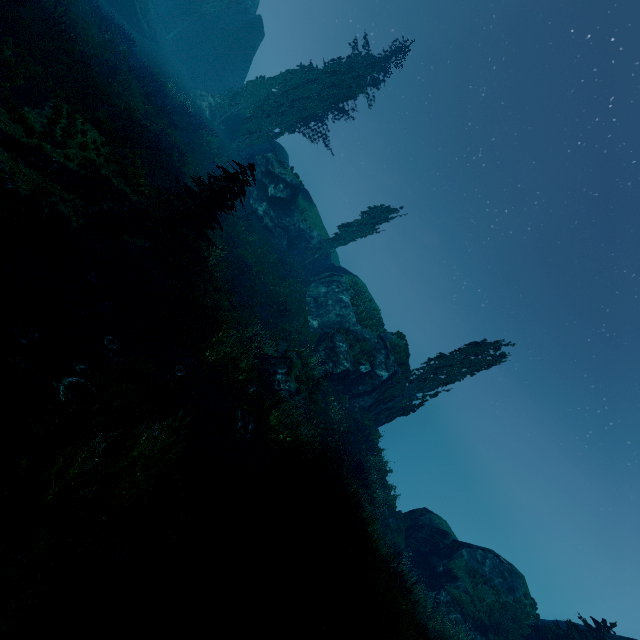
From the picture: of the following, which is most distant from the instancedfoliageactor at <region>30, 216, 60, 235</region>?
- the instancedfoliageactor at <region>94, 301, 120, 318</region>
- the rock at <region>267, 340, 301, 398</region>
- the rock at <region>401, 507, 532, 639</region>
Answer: the rock at <region>267, 340, 301, 398</region>

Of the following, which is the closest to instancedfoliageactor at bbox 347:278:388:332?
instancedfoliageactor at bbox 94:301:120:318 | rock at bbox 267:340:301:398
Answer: instancedfoliageactor at bbox 94:301:120:318

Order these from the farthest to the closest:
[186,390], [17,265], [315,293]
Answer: [315,293], [186,390], [17,265]

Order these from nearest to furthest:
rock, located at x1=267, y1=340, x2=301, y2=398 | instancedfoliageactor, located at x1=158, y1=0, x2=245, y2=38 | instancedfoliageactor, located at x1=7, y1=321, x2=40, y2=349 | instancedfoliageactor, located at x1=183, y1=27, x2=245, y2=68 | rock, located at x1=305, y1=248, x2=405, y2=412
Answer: instancedfoliageactor, located at x1=7, y1=321, x2=40, y2=349 → rock, located at x1=267, y1=340, x2=301, y2=398 → rock, located at x1=305, y1=248, x2=405, y2=412 → instancedfoliageactor, located at x1=158, y1=0, x2=245, y2=38 → instancedfoliageactor, located at x1=183, y1=27, x2=245, y2=68

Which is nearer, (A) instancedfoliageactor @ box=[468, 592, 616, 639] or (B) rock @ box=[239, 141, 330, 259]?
(A) instancedfoliageactor @ box=[468, 592, 616, 639]

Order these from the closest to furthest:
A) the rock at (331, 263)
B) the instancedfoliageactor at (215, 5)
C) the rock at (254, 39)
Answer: the rock at (331, 263)
the rock at (254, 39)
the instancedfoliageactor at (215, 5)

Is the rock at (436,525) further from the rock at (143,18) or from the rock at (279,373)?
the rock at (143,18)
